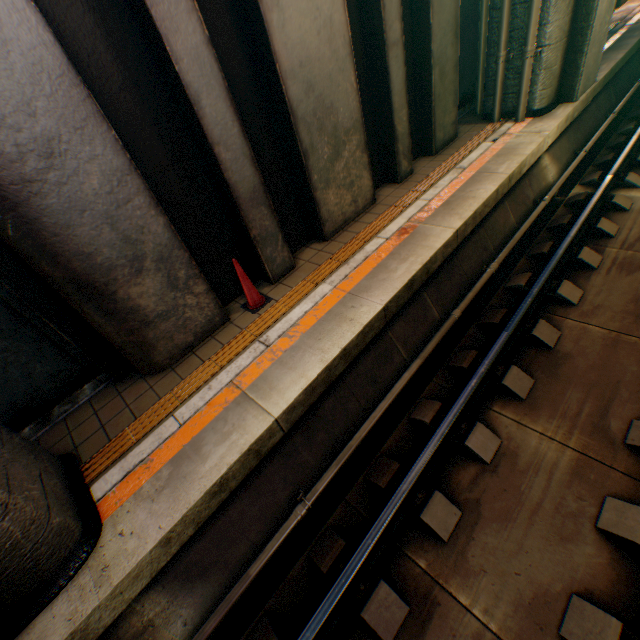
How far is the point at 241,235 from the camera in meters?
4.9 m

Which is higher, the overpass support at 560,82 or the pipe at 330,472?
the overpass support at 560,82

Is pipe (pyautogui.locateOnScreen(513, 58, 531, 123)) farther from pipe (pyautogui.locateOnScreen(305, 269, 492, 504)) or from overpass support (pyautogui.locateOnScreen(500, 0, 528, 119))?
pipe (pyautogui.locateOnScreen(305, 269, 492, 504))

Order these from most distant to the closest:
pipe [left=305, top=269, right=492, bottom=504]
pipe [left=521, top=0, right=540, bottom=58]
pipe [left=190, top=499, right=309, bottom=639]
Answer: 1. pipe [left=521, top=0, right=540, bottom=58]
2. pipe [left=305, top=269, right=492, bottom=504]
3. pipe [left=190, top=499, right=309, bottom=639]

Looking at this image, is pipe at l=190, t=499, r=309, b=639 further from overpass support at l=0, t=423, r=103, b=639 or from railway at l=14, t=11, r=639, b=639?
overpass support at l=0, t=423, r=103, b=639

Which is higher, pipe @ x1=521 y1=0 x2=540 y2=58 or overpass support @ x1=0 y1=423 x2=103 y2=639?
pipe @ x1=521 y1=0 x2=540 y2=58

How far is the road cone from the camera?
4.63m

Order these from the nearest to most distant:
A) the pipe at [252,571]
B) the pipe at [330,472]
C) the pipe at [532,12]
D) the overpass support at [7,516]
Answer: the overpass support at [7,516] → the pipe at [252,571] → the pipe at [330,472] → the pipe at [532,12]
